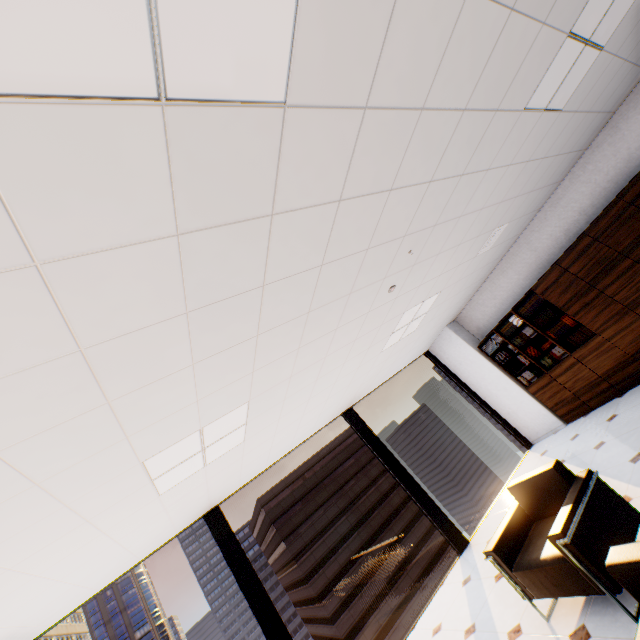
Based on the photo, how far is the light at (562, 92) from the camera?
2.54m

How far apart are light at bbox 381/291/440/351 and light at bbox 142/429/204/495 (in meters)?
2.52

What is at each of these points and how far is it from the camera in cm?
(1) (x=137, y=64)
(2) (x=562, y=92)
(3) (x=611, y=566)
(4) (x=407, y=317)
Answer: (1) light, 95
(2) light, 300
(3) sofa, 177
(4) light, 483

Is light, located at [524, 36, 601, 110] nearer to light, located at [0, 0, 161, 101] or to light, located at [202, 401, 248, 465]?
light, located at [0, 0, 161, 101]

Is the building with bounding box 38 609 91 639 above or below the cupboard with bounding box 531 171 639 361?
above

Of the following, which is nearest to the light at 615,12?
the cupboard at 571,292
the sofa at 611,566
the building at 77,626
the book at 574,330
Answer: the cupboard at 571,292

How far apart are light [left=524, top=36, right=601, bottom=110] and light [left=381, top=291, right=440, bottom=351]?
2.51m
